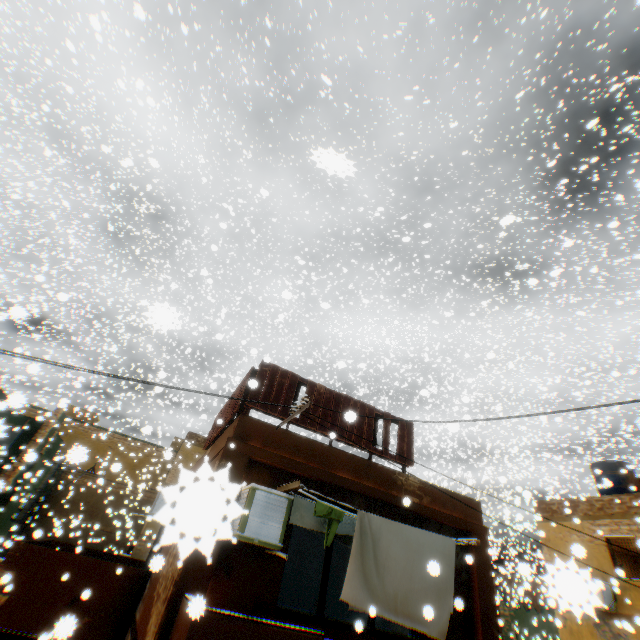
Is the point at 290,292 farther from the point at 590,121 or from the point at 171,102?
the point at 590,121

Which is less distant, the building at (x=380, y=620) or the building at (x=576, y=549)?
the building at (x=380, y=620)

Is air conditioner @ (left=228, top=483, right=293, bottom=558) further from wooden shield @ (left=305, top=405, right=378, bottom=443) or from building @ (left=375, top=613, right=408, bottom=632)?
wooden shield @ (left=305, top=405, right=378, bottom=443)

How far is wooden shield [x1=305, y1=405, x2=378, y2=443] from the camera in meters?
7.6

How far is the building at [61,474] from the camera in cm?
2457
